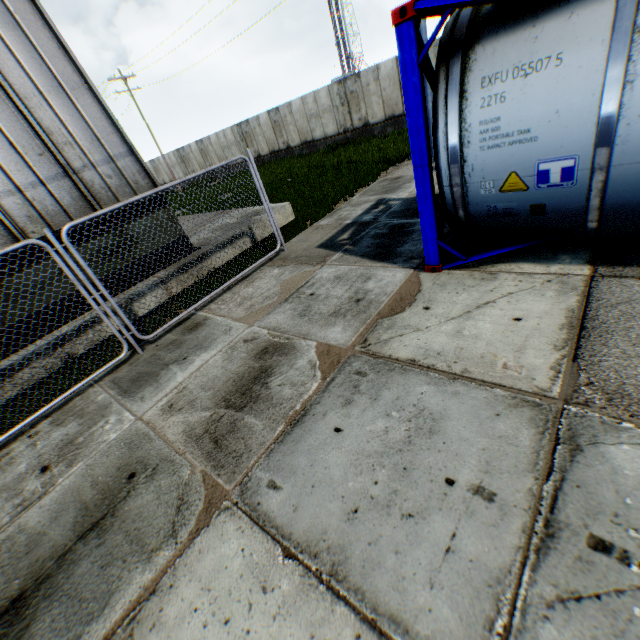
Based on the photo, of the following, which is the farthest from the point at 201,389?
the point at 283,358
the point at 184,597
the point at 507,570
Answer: the point at 507,570

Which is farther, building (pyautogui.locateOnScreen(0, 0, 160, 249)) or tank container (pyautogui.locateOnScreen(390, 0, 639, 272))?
building (pyautogui.locateOnScreen(0, 0, 160, 249))

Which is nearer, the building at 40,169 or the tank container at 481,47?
the tank container at 481,47
